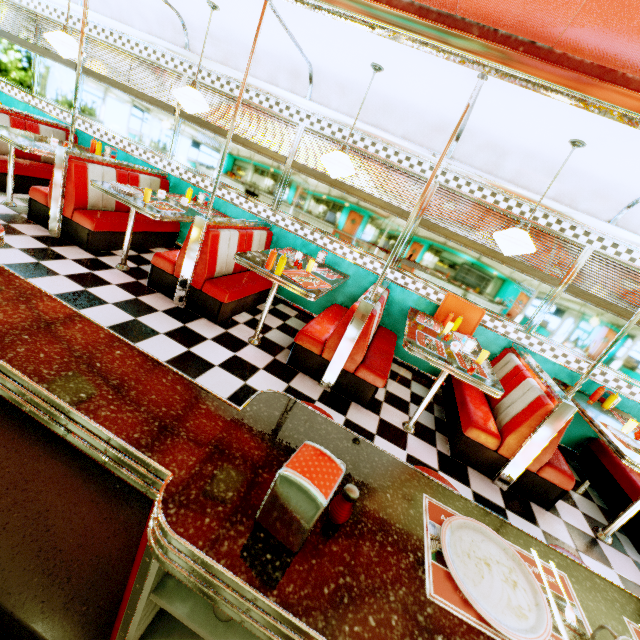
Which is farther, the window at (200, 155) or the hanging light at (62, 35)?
the window at (200, 155)

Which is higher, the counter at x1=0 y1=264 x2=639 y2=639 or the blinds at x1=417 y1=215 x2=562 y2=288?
the blinds at x1=417 y1=215 x2=562 y2=288

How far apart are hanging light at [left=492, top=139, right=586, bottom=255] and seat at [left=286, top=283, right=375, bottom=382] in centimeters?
144cm

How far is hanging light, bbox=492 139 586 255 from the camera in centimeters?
290cm

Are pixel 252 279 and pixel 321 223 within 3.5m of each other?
yes

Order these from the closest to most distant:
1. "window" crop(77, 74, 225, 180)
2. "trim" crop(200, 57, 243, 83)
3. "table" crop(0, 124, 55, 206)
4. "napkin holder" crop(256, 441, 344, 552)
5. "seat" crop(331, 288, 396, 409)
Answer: "napkin holder" crop(256, 441, 344, 552), "seat" crop(331, 288, 396, 409), "table" crop(0, 124, 55, 206), "trim" crop(200, 57, 243, 83), "window" crop(77, 74, 225, 180)

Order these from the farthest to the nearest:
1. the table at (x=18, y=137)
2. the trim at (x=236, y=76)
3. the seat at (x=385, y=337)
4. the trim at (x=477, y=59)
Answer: the trim at (x=236, y=76) < the table at (x=18, y=137) < the seat at (x=385, y=337) < the trim at (x=477, y=59)

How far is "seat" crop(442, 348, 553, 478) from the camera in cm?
309
